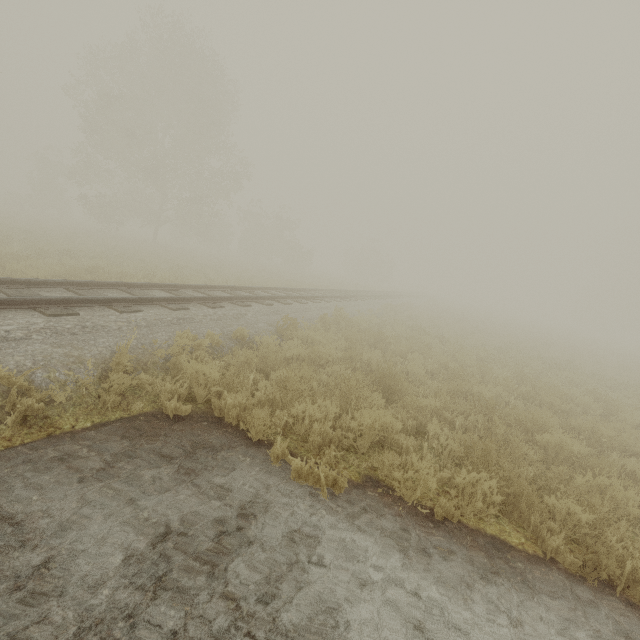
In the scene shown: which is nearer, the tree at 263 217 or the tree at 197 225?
the tree at 197 225

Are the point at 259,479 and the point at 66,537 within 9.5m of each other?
yes

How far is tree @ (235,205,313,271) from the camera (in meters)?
37.69

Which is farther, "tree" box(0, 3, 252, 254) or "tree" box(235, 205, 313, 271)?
"tree" box(235, 205, 313, 271)

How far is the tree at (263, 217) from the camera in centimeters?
3769cm
